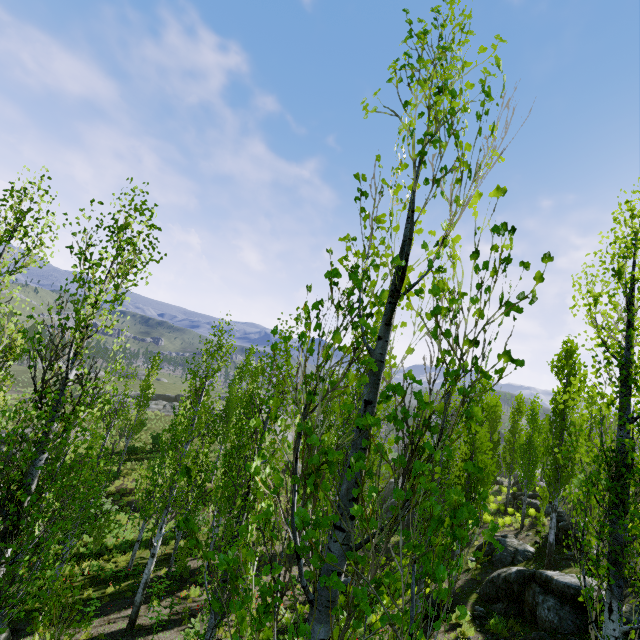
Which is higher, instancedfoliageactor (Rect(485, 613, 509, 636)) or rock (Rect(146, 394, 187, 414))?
instancedfoliageactor (Rect(485, 613, 509, 636))

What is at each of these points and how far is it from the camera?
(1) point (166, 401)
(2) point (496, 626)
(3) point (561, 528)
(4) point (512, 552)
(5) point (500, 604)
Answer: (1) rock, 56.5m
(2) instancedfoliageactor, 11.2m
(3) rock, 16.9m
(4) rock, 17.4m
(5) rock, 12.8m

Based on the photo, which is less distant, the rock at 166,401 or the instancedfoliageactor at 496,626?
the instancedfoliageactor at 496,626

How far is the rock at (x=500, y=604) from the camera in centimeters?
1027cm

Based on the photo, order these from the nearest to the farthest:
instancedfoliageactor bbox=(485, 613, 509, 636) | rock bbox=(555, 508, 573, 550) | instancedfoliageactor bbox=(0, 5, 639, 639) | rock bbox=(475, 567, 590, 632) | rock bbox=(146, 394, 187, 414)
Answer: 1. instancedfoliageactor bbox=(0, 5, 639, 639)
2. rock bbox=(475, 567, 590, 632)
3. instancedfoliageactor bbox=(485, 613, 509, 636)
4. rock bbox=(555, 508, 573, 550)
5. rock bbox=(146, 394, 187, 414)

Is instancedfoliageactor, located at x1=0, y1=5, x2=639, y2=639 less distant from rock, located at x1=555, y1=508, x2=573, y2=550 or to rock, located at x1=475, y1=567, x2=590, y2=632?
rock, located at x1=475, y1=567, x2=590, y2=632

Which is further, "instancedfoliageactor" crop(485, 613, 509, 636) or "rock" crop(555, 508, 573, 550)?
"rock" crop(555, 508, 573, 550)

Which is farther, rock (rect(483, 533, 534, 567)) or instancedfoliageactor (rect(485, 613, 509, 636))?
rock (rect(483, 533, 534, 567))
